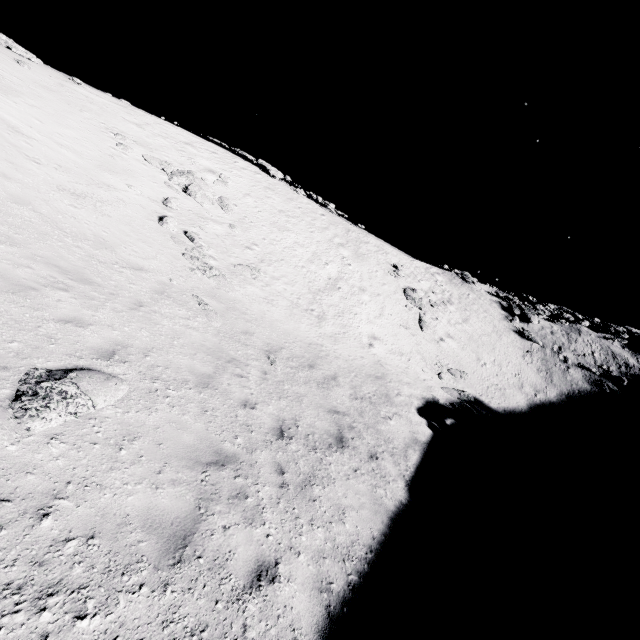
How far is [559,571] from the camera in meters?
8.5

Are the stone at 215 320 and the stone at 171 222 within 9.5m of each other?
yes

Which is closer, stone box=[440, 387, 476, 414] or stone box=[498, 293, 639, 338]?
stone box=[440, 387, 476, 414]

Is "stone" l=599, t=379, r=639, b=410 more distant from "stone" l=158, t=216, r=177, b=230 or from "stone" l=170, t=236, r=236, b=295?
"stone" l=158, t=216, r=177, b=230

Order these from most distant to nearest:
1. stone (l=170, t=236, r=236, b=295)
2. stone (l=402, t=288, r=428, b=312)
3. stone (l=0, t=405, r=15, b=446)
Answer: stone (l=402, t=288, r=428, b=312)
stone (l=170, t=236, r=236, b=295)
stone (l=0, t=405, r=15, b=446)

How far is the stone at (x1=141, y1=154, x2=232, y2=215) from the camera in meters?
18.5

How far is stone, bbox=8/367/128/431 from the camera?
4.20m

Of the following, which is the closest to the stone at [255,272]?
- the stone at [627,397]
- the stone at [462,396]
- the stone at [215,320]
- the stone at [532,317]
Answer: the stone at [215,320]
